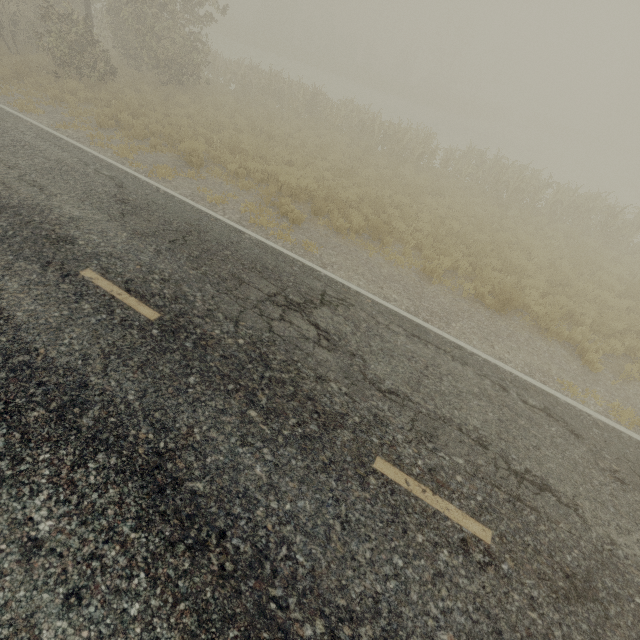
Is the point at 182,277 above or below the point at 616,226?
below
